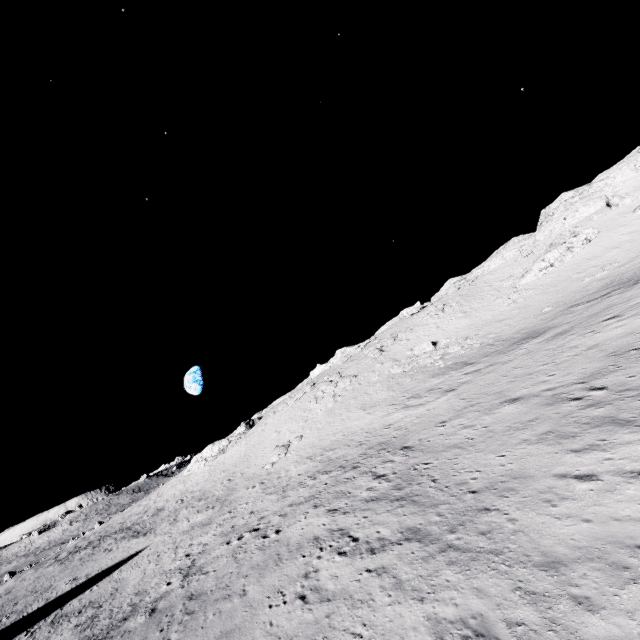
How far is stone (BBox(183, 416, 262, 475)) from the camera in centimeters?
5197cm

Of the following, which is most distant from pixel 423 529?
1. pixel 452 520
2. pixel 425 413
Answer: pixel 425 413

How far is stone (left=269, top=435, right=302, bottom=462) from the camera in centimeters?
3478cm

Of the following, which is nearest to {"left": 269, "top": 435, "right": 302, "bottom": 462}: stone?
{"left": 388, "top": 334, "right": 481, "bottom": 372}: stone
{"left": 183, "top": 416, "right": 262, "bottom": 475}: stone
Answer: {"left": 388, "top": 334, "right": 481, "bottom": 372}: stone

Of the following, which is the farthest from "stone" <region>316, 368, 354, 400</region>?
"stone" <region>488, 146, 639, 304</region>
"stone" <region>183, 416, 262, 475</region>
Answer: "stone" <region>488, 146, 639, 304</region>

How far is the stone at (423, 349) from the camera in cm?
3644

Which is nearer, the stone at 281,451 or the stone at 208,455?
the stone at 281,451

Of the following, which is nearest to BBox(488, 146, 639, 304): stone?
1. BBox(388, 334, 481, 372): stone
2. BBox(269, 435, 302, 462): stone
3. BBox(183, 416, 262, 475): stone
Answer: BBox(388, 334, 481, 372): stone
